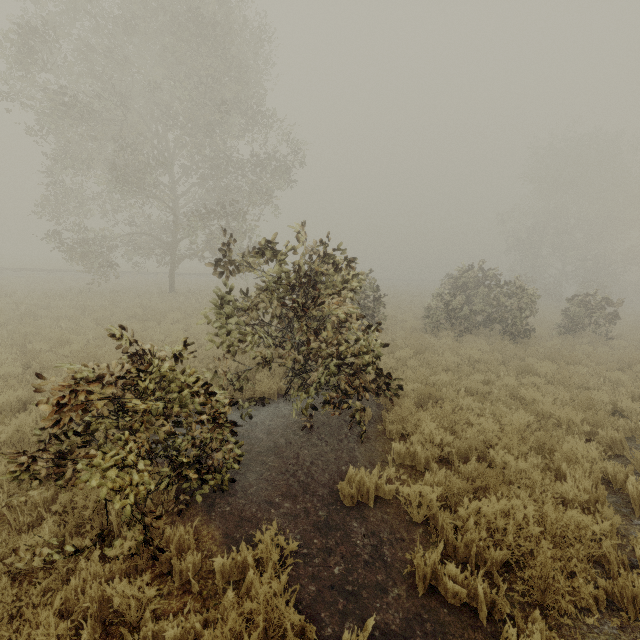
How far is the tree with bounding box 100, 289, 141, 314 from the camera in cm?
1391

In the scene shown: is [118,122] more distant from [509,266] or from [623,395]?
[509,266]

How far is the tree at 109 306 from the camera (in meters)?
13.91
